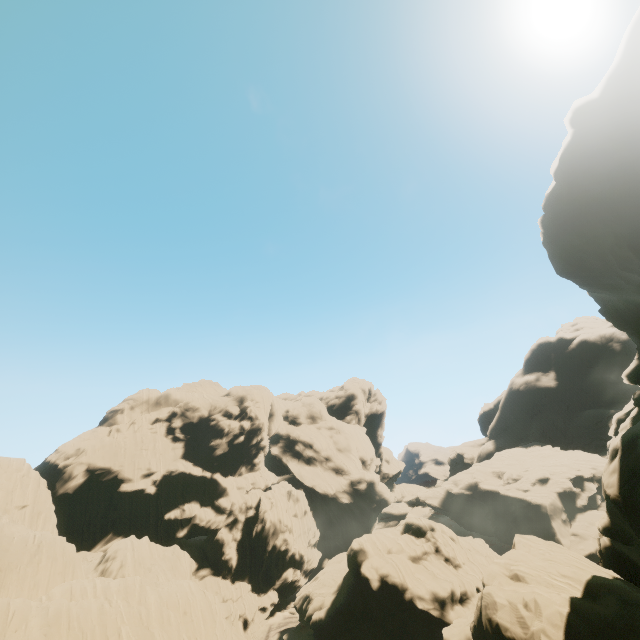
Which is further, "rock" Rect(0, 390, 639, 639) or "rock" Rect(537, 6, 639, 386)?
"rock" Rect(537, 6, 639, 386)

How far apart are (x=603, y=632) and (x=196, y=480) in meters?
55.0 m

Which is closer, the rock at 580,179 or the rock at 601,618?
the rock at 601,618

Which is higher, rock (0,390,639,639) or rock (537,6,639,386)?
rock (537,6,639,386)

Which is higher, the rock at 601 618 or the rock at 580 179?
the rock at 580 179
